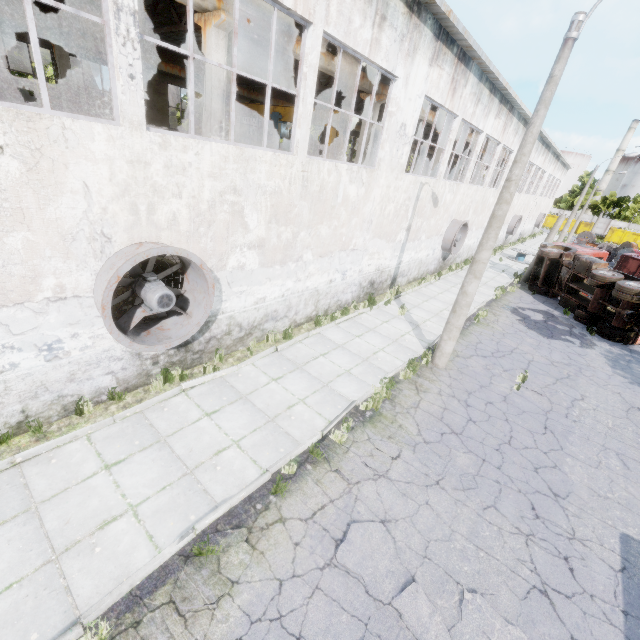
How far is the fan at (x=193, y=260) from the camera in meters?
5.7

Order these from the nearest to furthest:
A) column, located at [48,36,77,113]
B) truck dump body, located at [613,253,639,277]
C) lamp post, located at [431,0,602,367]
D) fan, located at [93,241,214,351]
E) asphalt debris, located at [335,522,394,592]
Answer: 1. asphalt debris, located at [335,522,394,592]
2. fan, located at [93,241,214,351]
3. lamp post, located at [431,0,602,367]
4. column, located at [48,36,77,113]
5. truck dump body, located at [613,253,639,277]

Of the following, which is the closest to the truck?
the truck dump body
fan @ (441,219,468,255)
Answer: the truck dump body

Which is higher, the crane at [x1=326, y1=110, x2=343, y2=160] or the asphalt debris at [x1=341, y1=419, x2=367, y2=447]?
the crane at [x1=326, y1=110, x2=343, y2=160]

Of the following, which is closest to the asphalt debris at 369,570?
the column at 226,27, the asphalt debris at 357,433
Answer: the asphalt debris at 357,433

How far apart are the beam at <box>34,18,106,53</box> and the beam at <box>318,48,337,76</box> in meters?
11.8 m

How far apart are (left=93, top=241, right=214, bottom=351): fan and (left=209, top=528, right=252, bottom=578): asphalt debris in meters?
3.6 m

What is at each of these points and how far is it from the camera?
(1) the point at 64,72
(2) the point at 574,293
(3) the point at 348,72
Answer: (1) column, 15.2m
(2) truck, 18.7m
(3) beam, 12.1m
